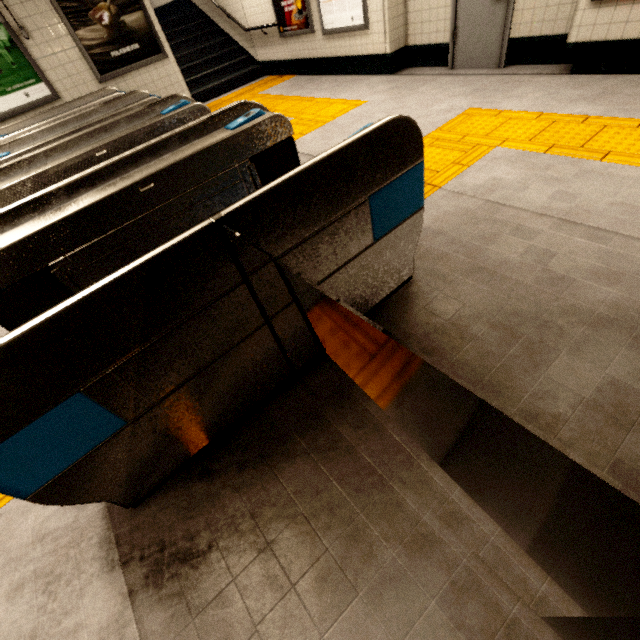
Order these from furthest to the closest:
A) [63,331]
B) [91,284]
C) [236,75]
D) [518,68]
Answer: [236,75] → [518,68] → [91,284] → [63,331]

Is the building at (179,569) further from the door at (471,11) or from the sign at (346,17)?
the sign at (346,17)

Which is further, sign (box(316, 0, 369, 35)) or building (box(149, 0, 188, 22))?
building (box(149, 0, 188, 22))

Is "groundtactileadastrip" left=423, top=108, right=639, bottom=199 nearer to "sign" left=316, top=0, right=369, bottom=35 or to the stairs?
the stairs

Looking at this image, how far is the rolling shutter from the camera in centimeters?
119cm

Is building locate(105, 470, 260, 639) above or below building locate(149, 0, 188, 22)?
below

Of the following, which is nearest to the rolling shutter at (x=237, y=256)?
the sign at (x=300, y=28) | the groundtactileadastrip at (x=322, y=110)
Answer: the groundtactileadastrip at (x=322, y=110)

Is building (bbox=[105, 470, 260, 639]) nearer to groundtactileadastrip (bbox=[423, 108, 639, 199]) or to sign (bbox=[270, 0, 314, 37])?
groundtactileadastrip (bbox=[423, 108, 639, 199])
